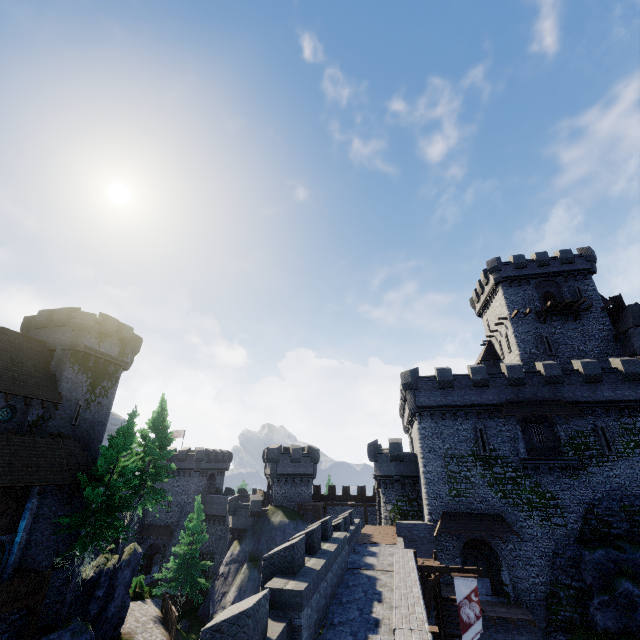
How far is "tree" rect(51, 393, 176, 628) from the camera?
22.2 meters

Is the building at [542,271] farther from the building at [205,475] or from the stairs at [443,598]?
the building at [205,475]

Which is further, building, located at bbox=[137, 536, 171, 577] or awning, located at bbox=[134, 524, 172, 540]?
awning, located at bbox=[134, 524, 172, 540]

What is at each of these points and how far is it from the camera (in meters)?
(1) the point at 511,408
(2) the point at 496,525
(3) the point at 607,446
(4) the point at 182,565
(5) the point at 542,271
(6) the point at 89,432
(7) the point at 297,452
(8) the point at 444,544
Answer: (1) awning, 27.70
(2) awning, 24.92
(3) window slit, 25.81
(4) tree, 33.75
(5) building, 38.25
(6) building, 29.94
(7) building tower, 41.84
(8) building tower, 25.50

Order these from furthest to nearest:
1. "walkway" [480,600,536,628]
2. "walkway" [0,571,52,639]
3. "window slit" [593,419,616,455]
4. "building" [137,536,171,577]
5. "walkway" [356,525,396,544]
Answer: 1. "building" [137,536,171,577]
2. "window slit" [593,419,616,455]
3. "walkway" [356,525,396,544]
4. "walkway" [480,600,536,628]
5. "walkway" [0,571,52,639]

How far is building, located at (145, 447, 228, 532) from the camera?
49.3 meters

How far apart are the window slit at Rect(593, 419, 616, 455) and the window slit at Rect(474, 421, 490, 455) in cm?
821

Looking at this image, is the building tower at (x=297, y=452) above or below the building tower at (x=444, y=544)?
above
